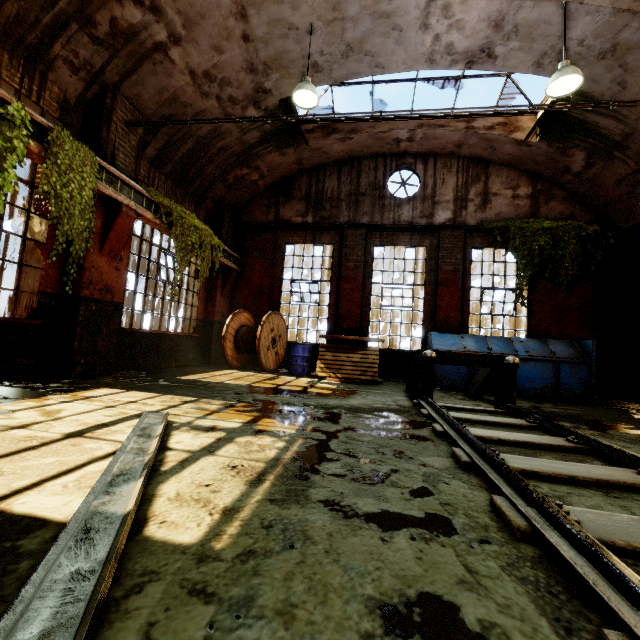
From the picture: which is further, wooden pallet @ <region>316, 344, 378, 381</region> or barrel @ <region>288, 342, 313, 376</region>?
barrel @ <region>288, 342, 313, 376</region>

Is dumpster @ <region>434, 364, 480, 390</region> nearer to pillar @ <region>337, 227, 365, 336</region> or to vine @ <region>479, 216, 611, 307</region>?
vine @ <region>479, 216, 611, 307</region>

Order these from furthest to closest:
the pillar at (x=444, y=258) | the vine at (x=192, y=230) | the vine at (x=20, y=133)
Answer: the pillar at (x=444, y=258), the vine at (x=192, y=230), the vine at (x=20, y=133)

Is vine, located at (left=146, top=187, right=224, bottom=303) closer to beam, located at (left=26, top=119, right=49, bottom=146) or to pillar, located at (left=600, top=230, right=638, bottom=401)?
beam, located at (left=26, top=119, right=49, bottom=146)

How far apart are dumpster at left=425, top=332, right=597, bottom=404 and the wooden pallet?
0.0m

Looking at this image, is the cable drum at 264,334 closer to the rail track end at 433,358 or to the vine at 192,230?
the vine at 192,230

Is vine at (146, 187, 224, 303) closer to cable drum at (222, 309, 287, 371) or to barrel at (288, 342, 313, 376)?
cable drum at (222, 309, 287, 371)

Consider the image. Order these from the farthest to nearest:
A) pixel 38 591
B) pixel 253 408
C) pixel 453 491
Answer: pixel 253 408 < pixel 453 491 < pixel 38 591
